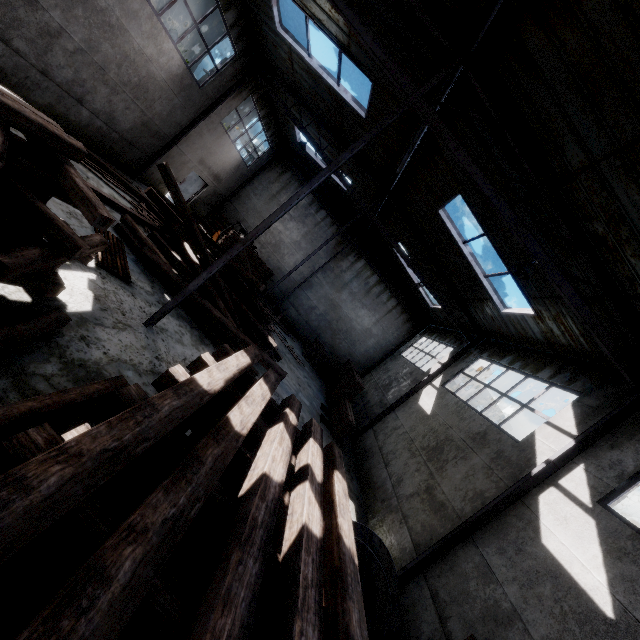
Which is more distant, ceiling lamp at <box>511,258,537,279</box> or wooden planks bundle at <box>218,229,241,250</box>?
wooden planks bundle at <box>218,229,241,250</box>

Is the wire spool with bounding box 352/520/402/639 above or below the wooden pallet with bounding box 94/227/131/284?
above

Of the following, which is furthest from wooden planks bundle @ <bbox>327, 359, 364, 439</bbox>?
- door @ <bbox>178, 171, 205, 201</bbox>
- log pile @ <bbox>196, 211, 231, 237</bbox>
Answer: door @ <bbox>178, 171, 205, 201</bbox>

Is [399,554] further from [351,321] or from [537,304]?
[351,321]

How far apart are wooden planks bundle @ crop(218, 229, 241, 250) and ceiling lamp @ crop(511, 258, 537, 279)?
11.91m

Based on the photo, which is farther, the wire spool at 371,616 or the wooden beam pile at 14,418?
the wire spool at 371,616

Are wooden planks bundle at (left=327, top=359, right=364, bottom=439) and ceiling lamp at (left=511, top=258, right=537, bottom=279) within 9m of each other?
no

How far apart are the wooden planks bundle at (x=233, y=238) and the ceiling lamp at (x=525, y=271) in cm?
1191
